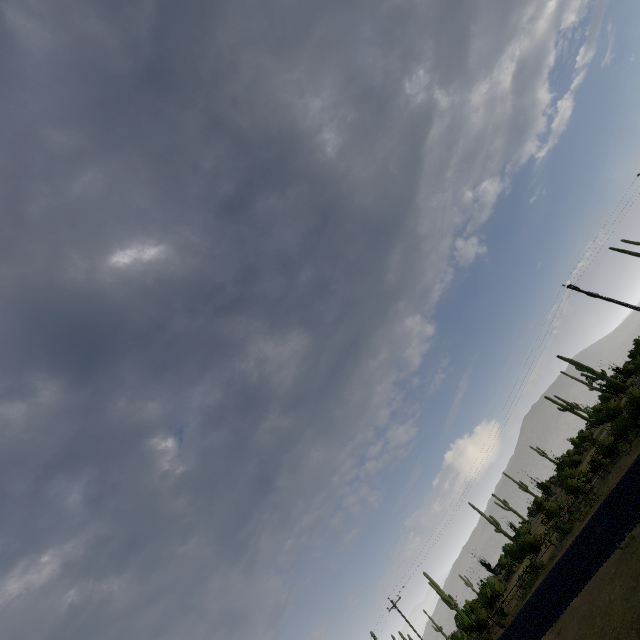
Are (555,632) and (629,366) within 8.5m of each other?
no
